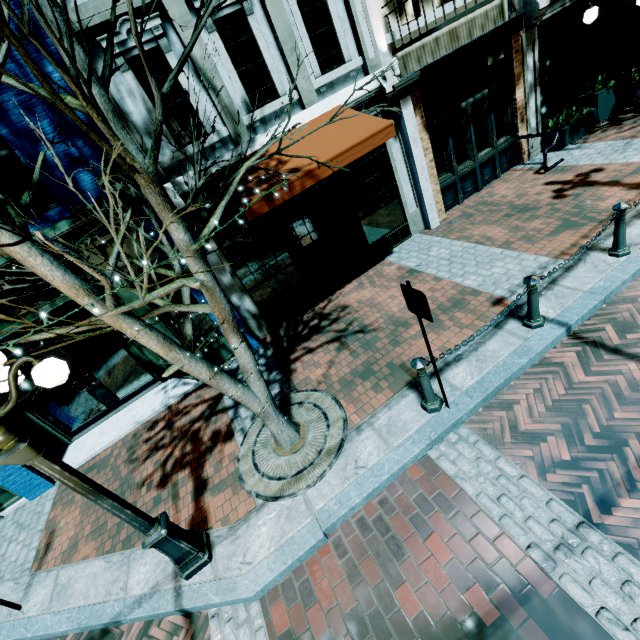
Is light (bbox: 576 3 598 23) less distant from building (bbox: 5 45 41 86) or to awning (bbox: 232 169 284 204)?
building (bbox: 5 45 41 86)

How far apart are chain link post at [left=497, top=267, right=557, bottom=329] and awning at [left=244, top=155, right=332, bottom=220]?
3.17m

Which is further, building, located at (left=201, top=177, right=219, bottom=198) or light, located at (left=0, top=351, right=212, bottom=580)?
building, located at (left=201, top=177, right=219, bottom=198)

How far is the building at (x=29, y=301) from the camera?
5.49m

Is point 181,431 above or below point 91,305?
below

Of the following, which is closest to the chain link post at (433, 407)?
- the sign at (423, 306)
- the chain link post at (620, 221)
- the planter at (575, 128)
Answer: the sign at (423, 306)

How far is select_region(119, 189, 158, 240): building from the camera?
5.2 meters

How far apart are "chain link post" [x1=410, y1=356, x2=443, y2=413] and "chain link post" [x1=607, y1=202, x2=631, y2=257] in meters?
3.8 m
